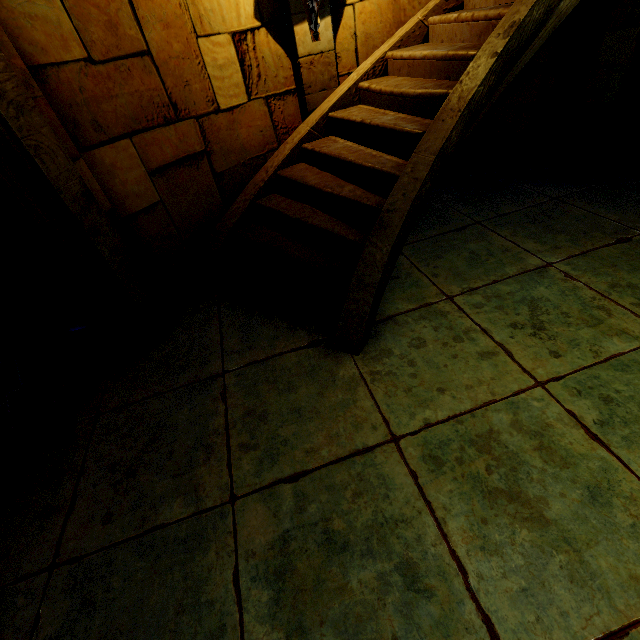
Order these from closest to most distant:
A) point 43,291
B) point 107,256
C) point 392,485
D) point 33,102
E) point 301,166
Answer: point 392,485
point 33,102
point 107,256
point 43,291
point 301,166
